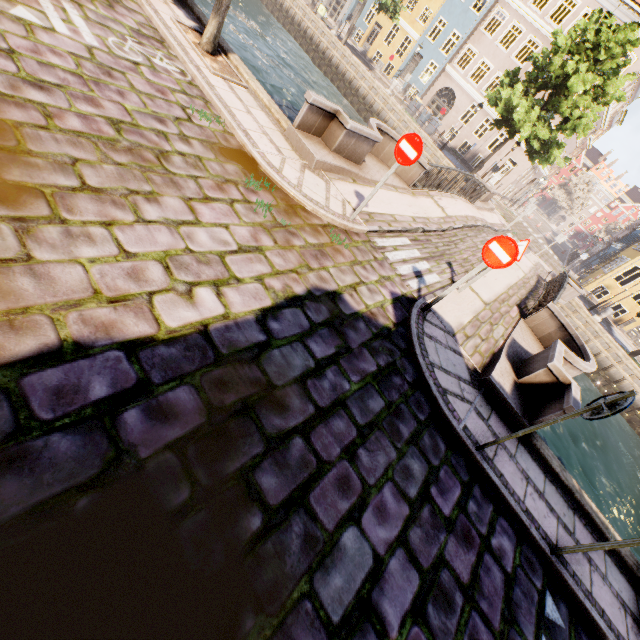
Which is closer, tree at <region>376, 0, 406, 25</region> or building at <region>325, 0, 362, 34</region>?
tree at <region>376, 0, 406, 25</region>

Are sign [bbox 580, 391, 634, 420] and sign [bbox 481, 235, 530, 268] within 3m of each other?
yes

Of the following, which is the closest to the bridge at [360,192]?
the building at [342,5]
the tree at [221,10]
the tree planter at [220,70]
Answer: the tree planter at [220,70]

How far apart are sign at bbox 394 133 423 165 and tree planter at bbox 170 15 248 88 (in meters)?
4.27

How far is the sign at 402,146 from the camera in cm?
566

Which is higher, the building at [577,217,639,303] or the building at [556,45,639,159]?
the building at [556,45,639,159]

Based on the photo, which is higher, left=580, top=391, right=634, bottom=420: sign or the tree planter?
left=580, top=391, right=634, bottom=420: sign

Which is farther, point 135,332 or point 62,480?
point 135,332
